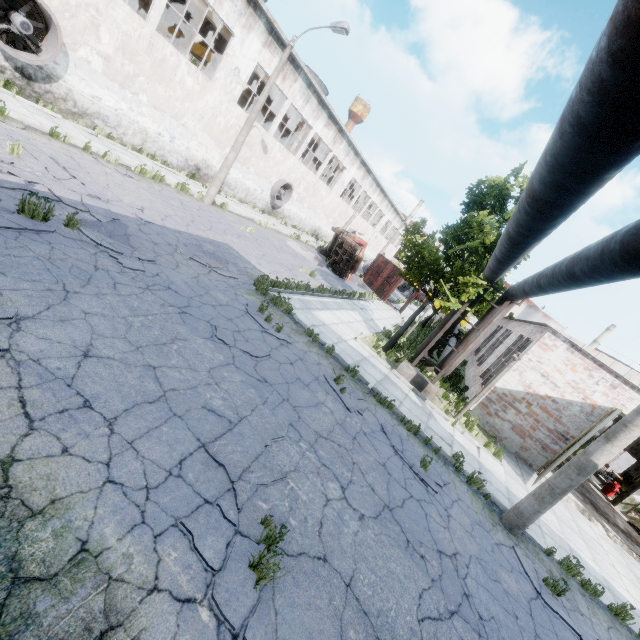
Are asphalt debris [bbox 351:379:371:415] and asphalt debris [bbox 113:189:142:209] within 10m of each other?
yes

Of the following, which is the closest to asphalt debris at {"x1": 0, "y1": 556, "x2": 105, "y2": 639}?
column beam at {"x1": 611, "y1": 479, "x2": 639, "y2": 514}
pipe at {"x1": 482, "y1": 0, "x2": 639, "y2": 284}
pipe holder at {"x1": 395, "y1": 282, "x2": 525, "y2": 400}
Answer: pipe at {"x1": 482, "y1": 0, "x2": 639, "y2": 284}

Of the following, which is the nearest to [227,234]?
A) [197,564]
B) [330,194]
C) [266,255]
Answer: [266,255]

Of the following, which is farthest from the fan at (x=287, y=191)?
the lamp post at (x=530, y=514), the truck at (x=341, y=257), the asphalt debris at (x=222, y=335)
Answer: the lamp post at (x=530, y=514)

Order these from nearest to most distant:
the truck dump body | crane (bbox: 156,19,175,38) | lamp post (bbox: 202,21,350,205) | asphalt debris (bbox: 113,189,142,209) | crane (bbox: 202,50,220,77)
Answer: asphalt debris (bbox: 113,189,142,209), lamp post (bbox: 202,21,350,205), crane (bbox: 202,50,220,77), crane (bbox: 156,19,175,38), the truck dump body

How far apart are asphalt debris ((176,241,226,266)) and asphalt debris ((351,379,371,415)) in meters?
4.5

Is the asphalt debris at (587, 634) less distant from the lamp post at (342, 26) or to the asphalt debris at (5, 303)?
the asphalt debris at (5, 303)

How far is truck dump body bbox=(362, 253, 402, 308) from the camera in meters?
28.4 m
